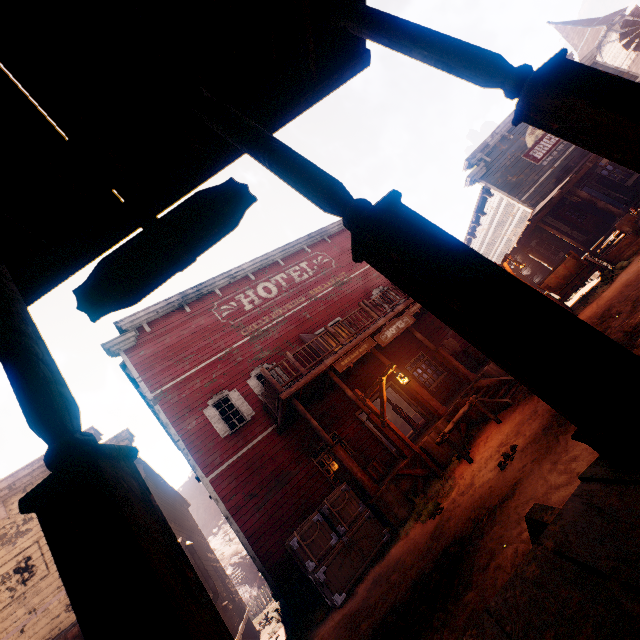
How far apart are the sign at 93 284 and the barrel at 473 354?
14.0 meters

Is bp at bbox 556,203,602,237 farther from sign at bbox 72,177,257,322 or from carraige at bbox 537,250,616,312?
sign at bbox 72,177,257,322

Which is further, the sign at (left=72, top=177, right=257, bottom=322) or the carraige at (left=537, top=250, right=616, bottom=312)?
the carraige at (left=537, top=250, right=616, bottom=312)

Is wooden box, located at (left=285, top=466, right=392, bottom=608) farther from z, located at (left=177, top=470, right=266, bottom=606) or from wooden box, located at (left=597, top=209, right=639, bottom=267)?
wooden box, located at (left=597, top=209, right=639, bottom=267)

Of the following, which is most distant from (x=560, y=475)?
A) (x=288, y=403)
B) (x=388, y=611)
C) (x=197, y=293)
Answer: (x=197, y=293)

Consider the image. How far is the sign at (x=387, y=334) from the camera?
10.9m

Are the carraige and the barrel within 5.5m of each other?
yes

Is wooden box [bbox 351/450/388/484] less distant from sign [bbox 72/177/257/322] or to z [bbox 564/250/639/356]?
z [bbox 564/250/639/356]
